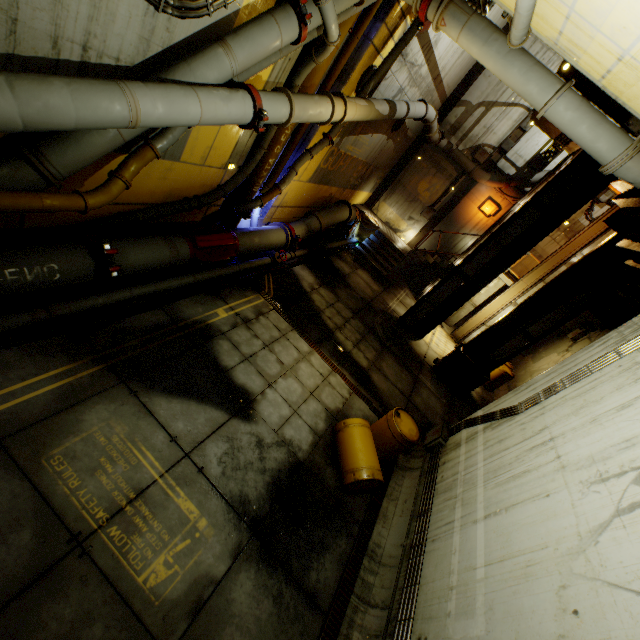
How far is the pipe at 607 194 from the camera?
13.8m

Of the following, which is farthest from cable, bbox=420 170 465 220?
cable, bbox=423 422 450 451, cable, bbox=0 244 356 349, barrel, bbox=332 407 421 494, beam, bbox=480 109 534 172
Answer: barrel, bbox=332 407 421 494

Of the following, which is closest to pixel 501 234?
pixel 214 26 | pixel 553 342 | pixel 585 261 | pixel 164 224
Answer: pixel 585 261

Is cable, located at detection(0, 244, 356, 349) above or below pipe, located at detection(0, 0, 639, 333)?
below

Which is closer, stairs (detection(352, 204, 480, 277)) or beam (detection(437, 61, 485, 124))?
beam (detection(437, 61, 485, 124))

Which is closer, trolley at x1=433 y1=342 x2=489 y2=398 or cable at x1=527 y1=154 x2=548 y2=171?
trolley at x1=433 y1=342 x2=489 y2=398

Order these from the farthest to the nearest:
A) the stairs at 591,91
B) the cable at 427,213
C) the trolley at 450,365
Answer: the cable at 427,213
the trolley at 450,365
the stairs at 591,91

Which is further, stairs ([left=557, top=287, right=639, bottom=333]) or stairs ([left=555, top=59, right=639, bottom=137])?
stairs ([left=557, top=287, right=639, bottom=333])
